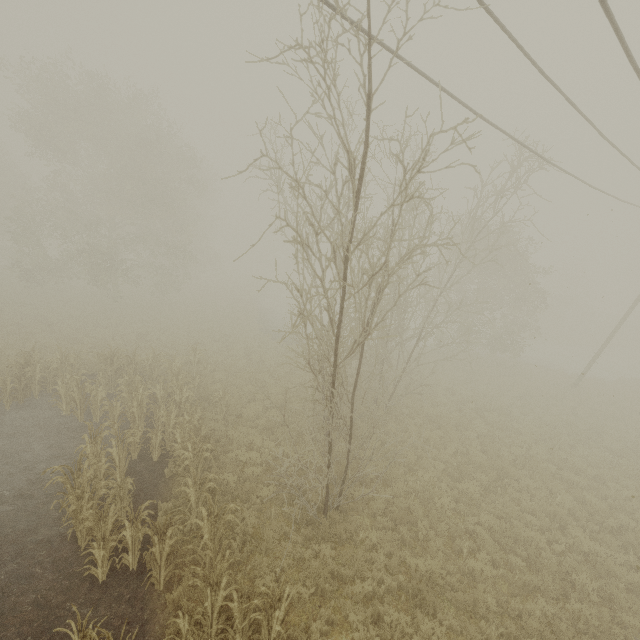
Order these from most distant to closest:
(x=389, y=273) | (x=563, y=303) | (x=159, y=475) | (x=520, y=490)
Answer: (x=563, y=303), (x=520, y=490), (x=159, y=475), (x=389, y=273)
